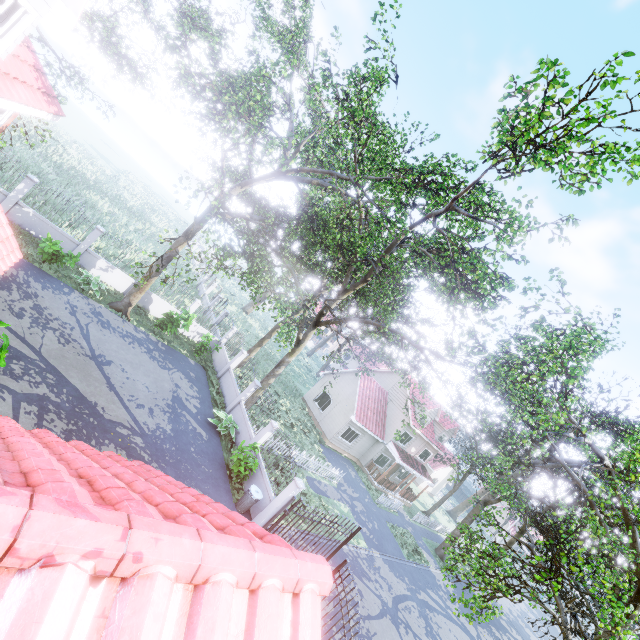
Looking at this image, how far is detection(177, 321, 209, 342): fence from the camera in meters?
21.7

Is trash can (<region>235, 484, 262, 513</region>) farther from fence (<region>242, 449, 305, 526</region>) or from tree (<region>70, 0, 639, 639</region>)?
tree (<region>70, 0, 639, 639</region>)

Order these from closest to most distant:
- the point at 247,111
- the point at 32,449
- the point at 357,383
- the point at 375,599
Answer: the point at 32,449 < the point at 247,111 < the point at 375,599 < the point at 357,383

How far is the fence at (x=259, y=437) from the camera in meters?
15.2 m

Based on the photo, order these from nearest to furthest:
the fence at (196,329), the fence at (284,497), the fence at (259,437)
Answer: the fence at (284,497)
the fence at (259,437)
the fence at (196,329)
